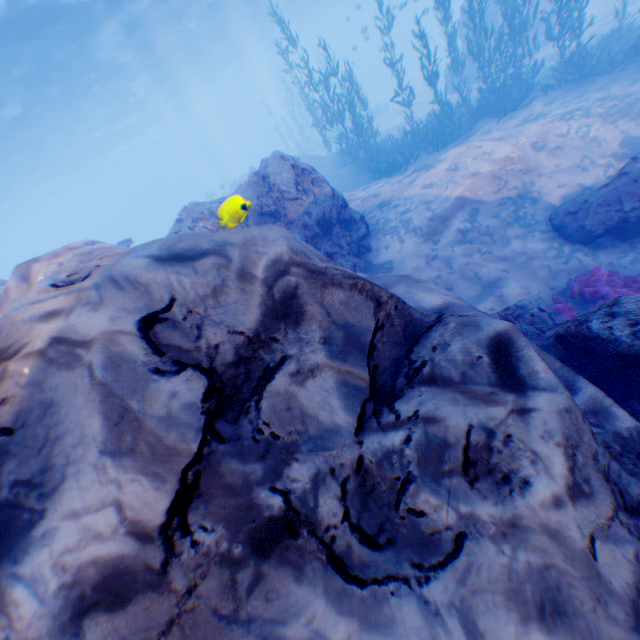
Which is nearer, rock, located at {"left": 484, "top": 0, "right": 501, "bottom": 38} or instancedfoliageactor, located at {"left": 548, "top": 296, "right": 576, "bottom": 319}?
instancedfoliageactor, located at {"left": 548, "top": 296, "right": 576, "bottom": 319}

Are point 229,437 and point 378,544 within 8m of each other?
yes

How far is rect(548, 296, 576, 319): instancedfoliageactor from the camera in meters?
→ 6.0

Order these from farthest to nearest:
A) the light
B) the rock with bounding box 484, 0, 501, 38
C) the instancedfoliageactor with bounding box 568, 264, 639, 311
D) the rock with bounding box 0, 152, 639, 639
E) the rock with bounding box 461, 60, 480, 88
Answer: the light, the rock with bounding box 461, 60, 480, 88, the rock with bounding box 484, 0, 501, 38, the instancedfoliageactor with bounding box 568, 264, 639, 311, the rock with bounding box 0, 152, 639, 639

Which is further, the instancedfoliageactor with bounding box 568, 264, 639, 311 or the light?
the light

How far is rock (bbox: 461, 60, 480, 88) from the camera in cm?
2045

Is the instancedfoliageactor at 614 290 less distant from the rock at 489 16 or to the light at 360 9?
the rock at 489 16

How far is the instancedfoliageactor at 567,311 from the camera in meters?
6.0 m
